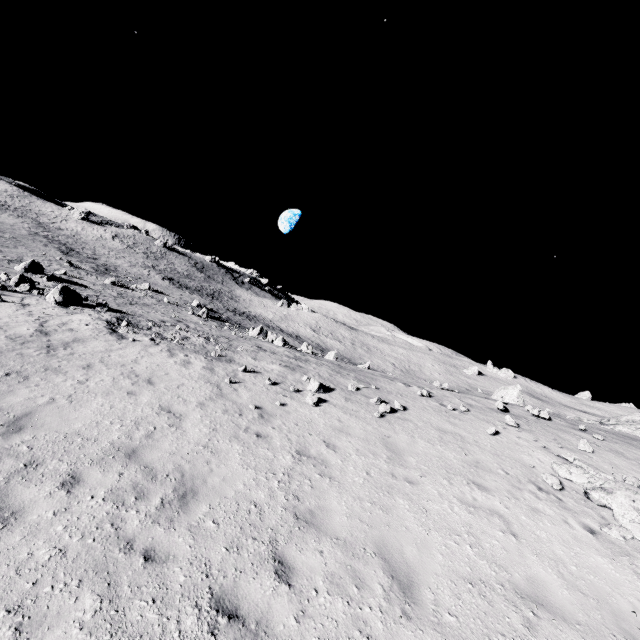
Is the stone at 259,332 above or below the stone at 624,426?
below

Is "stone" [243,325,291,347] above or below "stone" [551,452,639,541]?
below

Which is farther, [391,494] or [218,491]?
[391,494]

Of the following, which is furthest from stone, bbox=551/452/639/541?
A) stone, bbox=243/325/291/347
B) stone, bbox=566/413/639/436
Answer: stone, bbox=243/325/291/347

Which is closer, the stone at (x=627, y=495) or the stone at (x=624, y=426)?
the stone at (x=627, y=495)

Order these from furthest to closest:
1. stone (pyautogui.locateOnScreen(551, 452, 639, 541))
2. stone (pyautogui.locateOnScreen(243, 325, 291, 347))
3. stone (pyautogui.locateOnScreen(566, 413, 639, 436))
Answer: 1. stone (pyautogui.locateOnScreen(243, 325, 291, 347))
2. stone (pyautogui.locateOnScreen(566, 413, 639, 436))
3. stone (pyautogui.locateOnScreen(551, 452, 639, 541))
